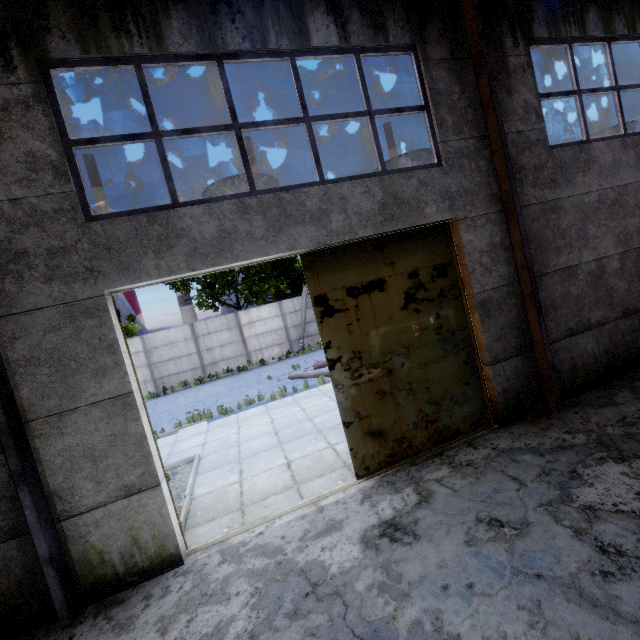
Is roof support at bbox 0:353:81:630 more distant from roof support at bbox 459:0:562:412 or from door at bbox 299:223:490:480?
roof support at bbox 459:0:562:412

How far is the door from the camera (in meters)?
5.26

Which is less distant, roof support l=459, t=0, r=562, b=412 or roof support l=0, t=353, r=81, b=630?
roof support l=0, t=353, r=81, b=630

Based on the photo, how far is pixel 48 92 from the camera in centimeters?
409cm

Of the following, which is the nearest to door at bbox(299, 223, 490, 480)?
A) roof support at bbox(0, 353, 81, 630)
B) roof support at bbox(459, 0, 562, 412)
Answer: roof support at bbox(459, 0, 562, 412)

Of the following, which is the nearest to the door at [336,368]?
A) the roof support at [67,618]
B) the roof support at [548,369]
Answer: the roof support at [548,369]

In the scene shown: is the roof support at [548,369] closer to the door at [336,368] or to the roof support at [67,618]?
the door at [336,368]

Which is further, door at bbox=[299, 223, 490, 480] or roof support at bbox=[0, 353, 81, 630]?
door at bbox=[299, 223, 490, 480]
